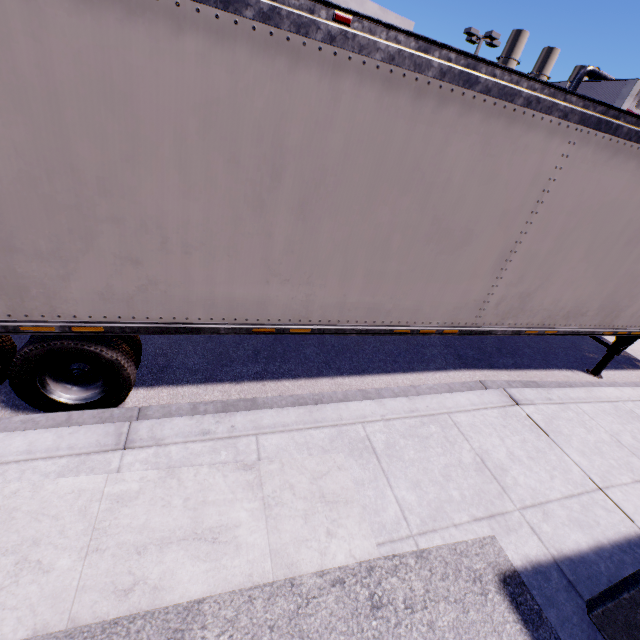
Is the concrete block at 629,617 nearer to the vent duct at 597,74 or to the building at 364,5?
the building at 364,5

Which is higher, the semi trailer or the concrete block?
the semi trailer

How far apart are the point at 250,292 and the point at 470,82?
2.7m

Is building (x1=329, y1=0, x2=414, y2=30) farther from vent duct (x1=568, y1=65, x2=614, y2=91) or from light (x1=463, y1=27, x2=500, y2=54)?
light (x1=463, y1=27, x2=500, y2=54)

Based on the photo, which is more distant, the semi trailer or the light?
the light

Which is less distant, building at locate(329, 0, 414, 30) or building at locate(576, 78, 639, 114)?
building at locate(329, 0, 414, 30)

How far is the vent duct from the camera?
35.7m

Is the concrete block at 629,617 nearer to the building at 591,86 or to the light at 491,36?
the building at 591,86
